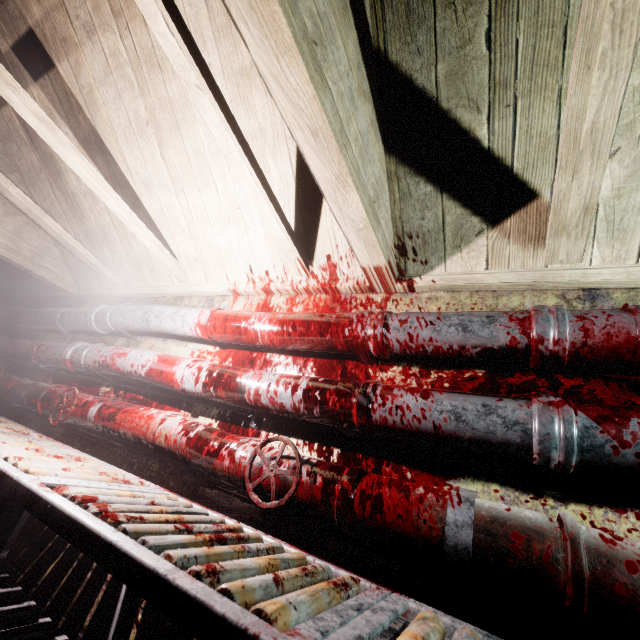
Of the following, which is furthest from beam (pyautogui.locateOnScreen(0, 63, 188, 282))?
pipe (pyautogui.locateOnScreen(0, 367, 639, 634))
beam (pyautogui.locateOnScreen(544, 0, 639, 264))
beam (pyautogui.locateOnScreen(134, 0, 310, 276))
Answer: beam (pyautogui.locateOnScreen(544, 0, 639, 264))

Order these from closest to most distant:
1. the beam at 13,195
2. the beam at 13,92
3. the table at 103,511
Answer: the table at 103,511, the beam at 13,92, the beam at 13,195

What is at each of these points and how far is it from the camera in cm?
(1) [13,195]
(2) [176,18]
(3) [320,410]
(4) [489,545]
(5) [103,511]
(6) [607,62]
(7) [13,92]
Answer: (1) beam, 221
(2) beam, 106
(3) pipe, 130
(4) pipe, 87
(5) table, 88
(6) beam, 81
(7) beam, 150

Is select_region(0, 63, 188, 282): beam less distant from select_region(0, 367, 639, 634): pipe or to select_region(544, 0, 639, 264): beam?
select_region(0, 367, 639, 634): pipe

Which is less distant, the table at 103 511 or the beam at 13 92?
the table at 103 511

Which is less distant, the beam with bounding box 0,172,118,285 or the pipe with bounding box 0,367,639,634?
the pipe with bounding box 0,367,639,634

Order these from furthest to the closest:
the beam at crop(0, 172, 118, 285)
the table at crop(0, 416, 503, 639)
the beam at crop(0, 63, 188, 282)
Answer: the beam at crop(0, 172, 118, 285), the beam at crop(0, 63, 188, 282), the table at crop(0, 416, 503, 639)
